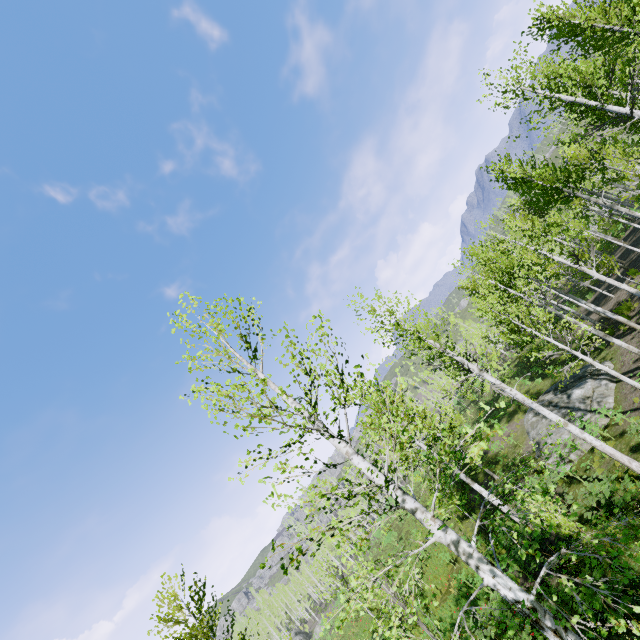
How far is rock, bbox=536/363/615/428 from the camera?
15.3m

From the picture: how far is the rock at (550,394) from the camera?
15.34m

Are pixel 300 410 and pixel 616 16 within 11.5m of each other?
no

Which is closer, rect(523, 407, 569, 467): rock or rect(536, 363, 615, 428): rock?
rect(536, 363, 615, 428): rock
